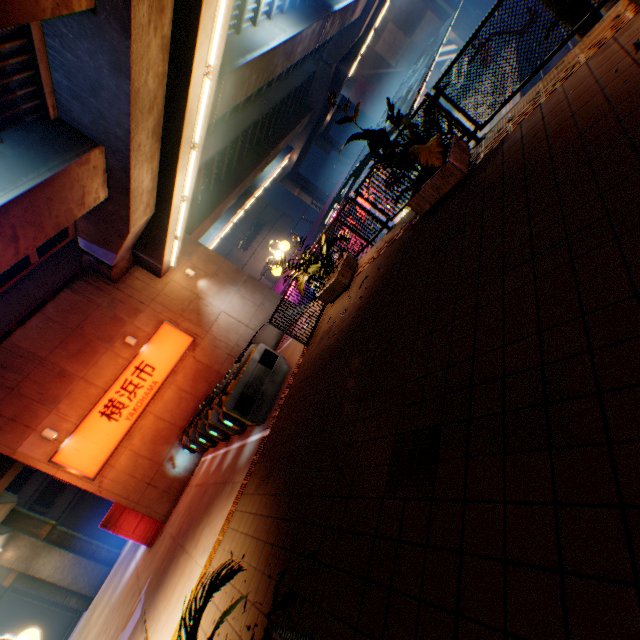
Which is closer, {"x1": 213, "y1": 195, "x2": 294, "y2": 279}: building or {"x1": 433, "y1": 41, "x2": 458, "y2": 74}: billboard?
{"x1": 433, "y1": 41, "x2": 458, "y2": 74}: billboard

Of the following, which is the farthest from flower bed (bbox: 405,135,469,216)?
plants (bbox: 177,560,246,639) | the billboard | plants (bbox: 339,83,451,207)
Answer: the billboard

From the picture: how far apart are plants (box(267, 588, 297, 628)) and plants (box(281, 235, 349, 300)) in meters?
5.4

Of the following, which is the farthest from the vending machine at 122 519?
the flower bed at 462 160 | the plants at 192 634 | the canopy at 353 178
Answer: the canopy at 353 178

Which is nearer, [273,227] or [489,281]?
[489,281]

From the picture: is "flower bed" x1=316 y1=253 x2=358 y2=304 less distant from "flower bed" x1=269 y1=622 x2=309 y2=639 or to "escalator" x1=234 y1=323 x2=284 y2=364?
"escalator" x1=234 y1=323 x2=284 y2=364

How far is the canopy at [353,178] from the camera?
19.3m

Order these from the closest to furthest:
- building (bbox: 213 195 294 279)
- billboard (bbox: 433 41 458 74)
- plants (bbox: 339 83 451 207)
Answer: plants (bbox: 339 83 451 207) → billboard (bbox: 433 41 458 74) → building (bbox: 213 195 294 279)
